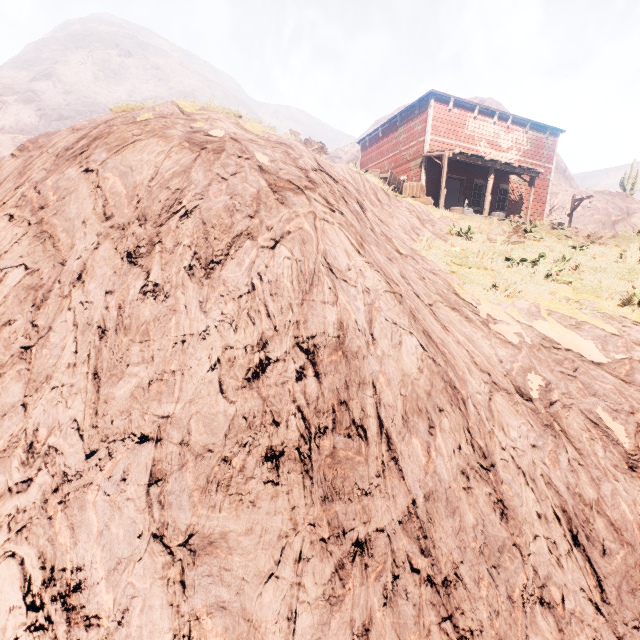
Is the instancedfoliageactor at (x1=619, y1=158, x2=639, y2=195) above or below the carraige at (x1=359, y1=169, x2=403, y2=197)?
above

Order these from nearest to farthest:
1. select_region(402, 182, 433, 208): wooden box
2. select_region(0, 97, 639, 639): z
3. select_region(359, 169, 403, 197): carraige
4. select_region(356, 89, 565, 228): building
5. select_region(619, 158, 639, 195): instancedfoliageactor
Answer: select_region(0, 97, 639, 639): z → select_region(359, 169, 403, 197): carraige → select_region(402, 182, 433, 208): wooden box → select_region(356, 89, 565, 228): building → select_region(619, 158, 639, 195): instancedfoliageactor

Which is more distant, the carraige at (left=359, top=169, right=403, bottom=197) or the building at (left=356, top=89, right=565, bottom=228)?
the building at (left=356, top=89, right=565, bottom=228)

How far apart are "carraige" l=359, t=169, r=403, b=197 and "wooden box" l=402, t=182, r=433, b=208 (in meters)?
0.04

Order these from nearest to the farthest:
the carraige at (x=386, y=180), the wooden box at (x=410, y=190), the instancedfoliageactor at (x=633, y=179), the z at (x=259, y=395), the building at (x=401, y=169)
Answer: the z at (x=259, y=395) → the carraige at (x=386, y=180) → the wooden box at (x=410, y=190) → the building at (x=401, y=169) → the instancedfoliageactor at (x=633, y=179)

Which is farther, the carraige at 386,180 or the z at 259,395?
the carraige at 386,180

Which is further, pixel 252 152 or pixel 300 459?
pixel 252 152

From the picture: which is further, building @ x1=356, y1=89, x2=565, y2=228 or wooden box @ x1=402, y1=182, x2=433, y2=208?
building @ x1=356, y1=89, x2=565, y2=228
